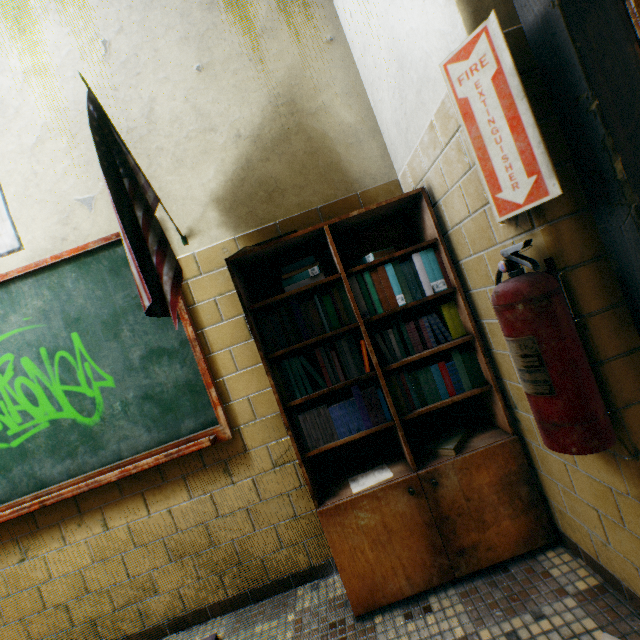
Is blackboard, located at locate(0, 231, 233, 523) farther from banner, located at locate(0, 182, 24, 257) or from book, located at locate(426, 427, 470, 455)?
book, located at locate(426, 427, 470, 455)

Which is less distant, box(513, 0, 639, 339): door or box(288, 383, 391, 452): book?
box(513, 0, 639, 339): door

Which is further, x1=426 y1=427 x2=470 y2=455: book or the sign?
x1=426 y1=427 x2=470 y2=455: book

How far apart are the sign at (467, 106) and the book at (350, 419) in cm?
42

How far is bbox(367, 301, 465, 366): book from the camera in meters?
1.6 m

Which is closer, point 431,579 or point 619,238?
point 619,238

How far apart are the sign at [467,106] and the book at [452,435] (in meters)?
1.02
